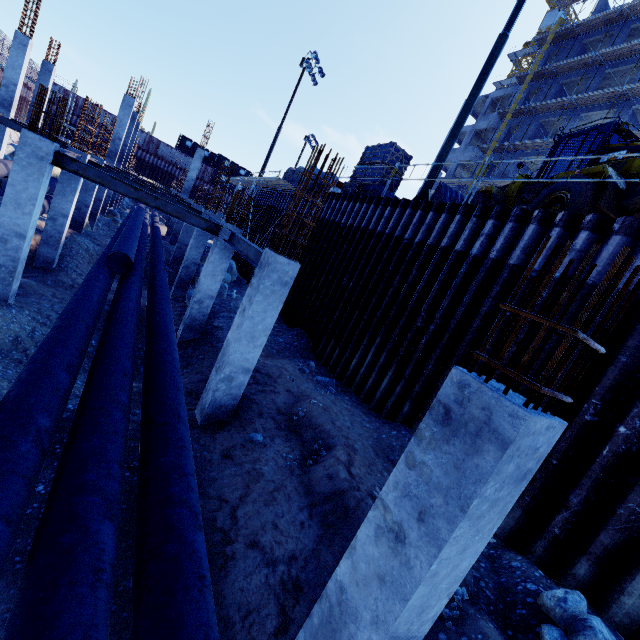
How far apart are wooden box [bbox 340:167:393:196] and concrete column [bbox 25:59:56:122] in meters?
21.7

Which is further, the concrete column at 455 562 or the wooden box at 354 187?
the wooden box at 354 187

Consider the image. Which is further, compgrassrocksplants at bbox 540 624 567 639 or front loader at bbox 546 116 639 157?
front loader at bbox 546 116 639 157

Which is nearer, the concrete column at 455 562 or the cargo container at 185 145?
the concrete column at 455 562

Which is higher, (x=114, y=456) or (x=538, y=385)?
(x=538, y=385)

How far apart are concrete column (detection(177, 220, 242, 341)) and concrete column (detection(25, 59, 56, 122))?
21.5 meters

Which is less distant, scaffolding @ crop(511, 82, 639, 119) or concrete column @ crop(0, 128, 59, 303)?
concrete column @ crop(0, 128, 59, 303)

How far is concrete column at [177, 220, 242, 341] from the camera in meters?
10.4
